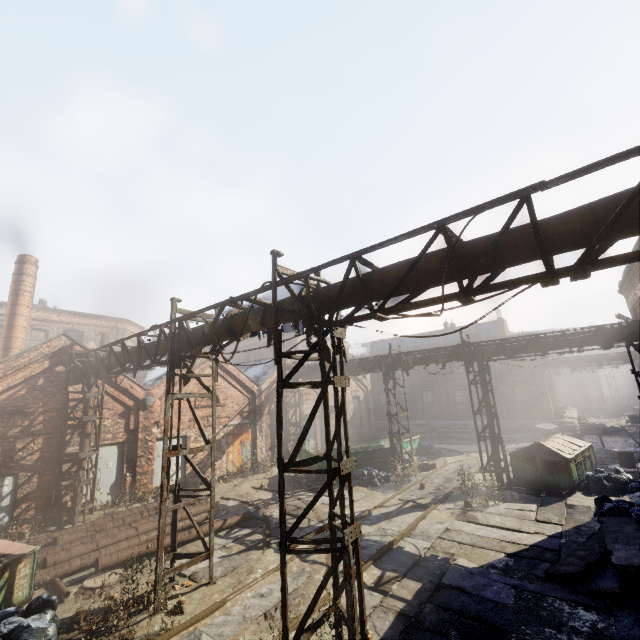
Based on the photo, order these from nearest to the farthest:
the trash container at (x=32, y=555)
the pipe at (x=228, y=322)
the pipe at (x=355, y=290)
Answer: the pipe at (x=355, y=290), the trash container at (x=32, y=555), the pipe at (x=228, y=322)

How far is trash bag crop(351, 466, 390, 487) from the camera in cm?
1550

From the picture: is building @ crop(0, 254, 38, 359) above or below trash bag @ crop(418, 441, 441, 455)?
above

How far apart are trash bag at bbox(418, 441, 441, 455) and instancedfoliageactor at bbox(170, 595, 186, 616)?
17.96m

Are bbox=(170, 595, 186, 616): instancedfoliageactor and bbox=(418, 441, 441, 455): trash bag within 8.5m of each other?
no

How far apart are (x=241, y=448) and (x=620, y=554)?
16.5 meters

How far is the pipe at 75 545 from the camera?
8.4 meters

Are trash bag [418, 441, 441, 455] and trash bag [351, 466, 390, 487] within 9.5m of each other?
yes
